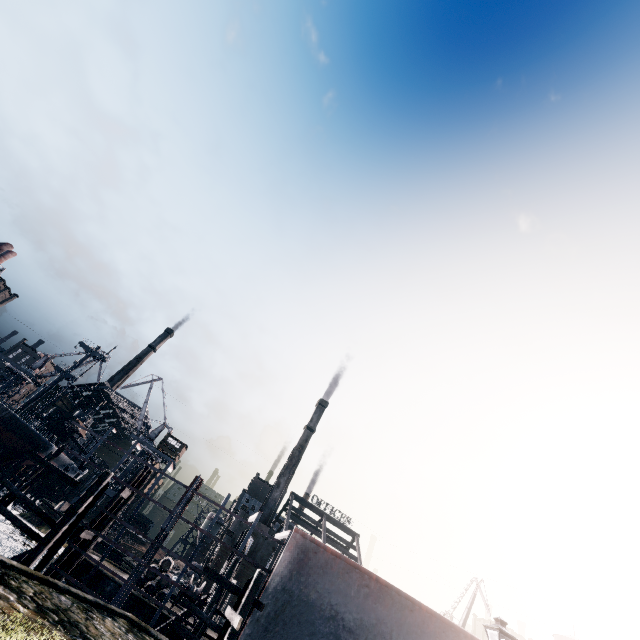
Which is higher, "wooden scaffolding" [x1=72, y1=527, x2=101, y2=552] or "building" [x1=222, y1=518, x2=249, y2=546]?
"building" [x1=222, y1=518, x2=249, y2=546]

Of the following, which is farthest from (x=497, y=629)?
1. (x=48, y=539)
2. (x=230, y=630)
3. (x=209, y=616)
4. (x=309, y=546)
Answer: (x=48, y=539)

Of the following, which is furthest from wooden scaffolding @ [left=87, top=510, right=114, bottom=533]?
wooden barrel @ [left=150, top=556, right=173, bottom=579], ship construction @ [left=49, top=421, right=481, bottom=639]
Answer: wooden barrel @ [left=150, top=556, right=173, bottom=579]

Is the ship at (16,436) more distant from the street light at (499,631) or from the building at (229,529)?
the street light at (499,631)

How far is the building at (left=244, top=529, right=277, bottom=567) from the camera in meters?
57.4

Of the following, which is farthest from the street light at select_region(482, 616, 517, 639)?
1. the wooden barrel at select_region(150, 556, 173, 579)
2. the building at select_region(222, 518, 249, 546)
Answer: the building at select_region(222, 518, 249, 546)

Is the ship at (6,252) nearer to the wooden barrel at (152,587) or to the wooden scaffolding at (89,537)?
the wooden scaffolding at (89,537)

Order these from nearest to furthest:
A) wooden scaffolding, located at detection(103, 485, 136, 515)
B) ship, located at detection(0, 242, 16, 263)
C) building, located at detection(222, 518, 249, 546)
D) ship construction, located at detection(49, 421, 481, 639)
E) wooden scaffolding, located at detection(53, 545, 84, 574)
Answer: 1. ship construction, located at detection(49, 421, 481, 639)
2. wooden scaffolding, located at detection(53, 545, 84, 574)
3. wooden scaffolding, located at detection(103, 485, 136, 515)
4. ship, located at detection(0, 242, 16, 263)
5. building, located at detection(222, 518, 249, 546)
